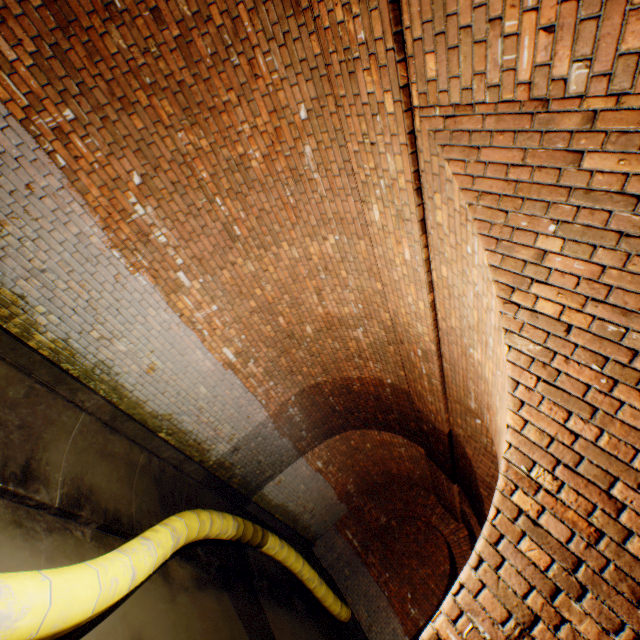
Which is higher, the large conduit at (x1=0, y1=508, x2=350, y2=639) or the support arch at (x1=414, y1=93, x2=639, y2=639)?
the support arch at (x1=414, y1=93, x2=639, y2=639)

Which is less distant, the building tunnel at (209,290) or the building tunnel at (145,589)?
the building tunnel at (209,290)

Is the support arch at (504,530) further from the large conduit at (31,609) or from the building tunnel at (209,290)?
the large conduit at (31,609)

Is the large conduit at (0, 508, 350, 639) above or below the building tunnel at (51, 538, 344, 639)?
above

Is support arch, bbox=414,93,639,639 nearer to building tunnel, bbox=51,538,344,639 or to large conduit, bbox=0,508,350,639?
building tunnel, bbox=51,538,344,639

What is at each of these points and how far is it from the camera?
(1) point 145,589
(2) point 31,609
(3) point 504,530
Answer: (1) building tunnel, 4.05m
(2) large conduit, 2.06m
(3) support arch, 1.91m

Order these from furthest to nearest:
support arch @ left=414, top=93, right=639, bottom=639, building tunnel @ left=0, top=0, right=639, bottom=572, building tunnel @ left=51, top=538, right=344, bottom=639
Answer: building tunnel @ left=51, top=538, right=344, bottom=639 → building tunnel @ left=0, top=0, right=639, bottom=572 → support arch @ left=414, top=93, right=639, bottom=639

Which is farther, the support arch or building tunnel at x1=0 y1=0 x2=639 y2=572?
building tunnel at x1=0 y1=0 x2=639 y2=572
